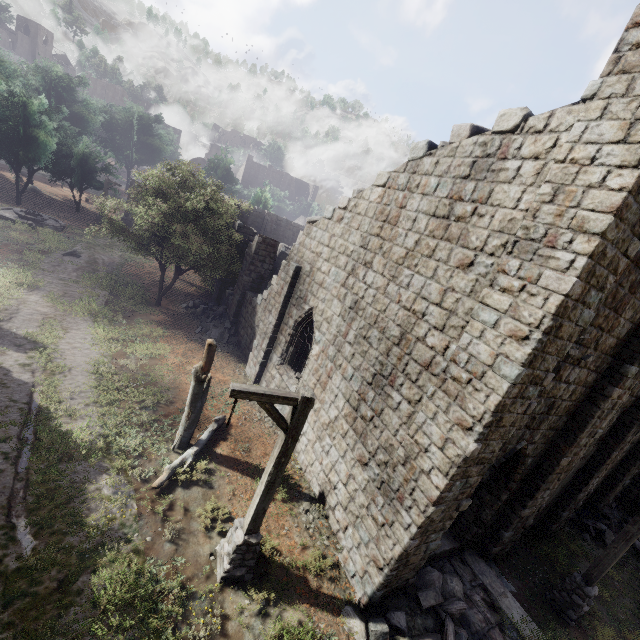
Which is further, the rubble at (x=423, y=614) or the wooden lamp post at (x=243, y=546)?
the rubble at (x=423, y=614)

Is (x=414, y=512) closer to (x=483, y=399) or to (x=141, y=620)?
(x=483, y=399)

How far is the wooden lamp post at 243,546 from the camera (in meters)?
5.65

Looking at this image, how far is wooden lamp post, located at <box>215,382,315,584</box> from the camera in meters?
5.7 m

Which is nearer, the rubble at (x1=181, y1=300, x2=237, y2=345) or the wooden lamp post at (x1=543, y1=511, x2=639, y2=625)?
the wooden lamp post at (x1=543, y1=511, x2=639, y2=625)

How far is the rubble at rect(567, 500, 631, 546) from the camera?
14.1 meters

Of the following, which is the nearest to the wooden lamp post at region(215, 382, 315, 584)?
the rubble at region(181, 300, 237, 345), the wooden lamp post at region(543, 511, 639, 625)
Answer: the wooden lamp post at region(543, 511, 639, 625)

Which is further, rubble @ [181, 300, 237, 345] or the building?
rubble @ [181, 300, 237, 345]
